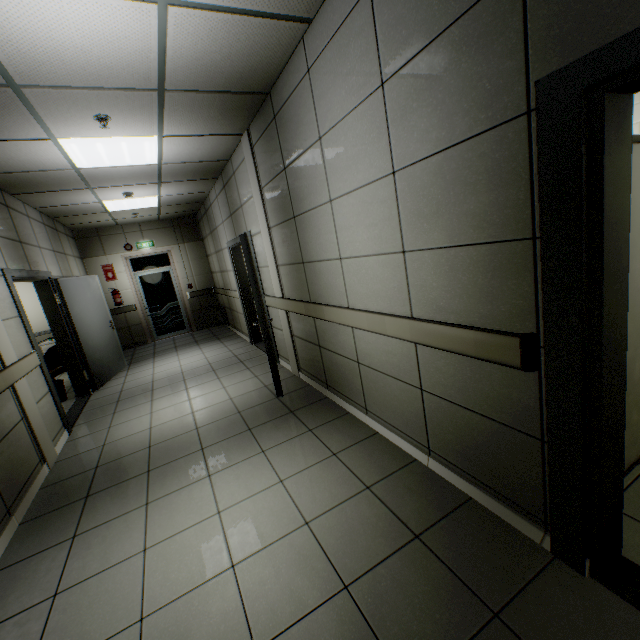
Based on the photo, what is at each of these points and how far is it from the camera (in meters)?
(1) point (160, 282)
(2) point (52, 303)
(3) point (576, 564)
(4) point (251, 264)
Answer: (1) door, 9.30
(2) door, 5.24
(3) door, 1.55
(4) door, 3.67

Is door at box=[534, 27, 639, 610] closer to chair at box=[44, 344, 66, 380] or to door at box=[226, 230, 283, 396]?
door at box=[226, 230, 283, 396]

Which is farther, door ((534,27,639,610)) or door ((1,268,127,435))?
door ((1,268,127,435))

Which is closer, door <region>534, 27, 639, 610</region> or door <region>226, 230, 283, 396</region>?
door <region>534, 27, 639, 610</region>

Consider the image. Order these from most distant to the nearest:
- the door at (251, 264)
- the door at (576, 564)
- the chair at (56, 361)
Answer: the chair at (56, 361) → the door at (251, 264) → the door at (576, 564)

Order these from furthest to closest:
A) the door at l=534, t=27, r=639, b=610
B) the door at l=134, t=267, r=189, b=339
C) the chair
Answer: the door at l=134, t=267, r=189, b=339
the chair
the door at l=534, t=27, r=639, b=610

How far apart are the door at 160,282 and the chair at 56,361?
3.1m

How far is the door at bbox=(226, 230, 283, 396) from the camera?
3.7m
